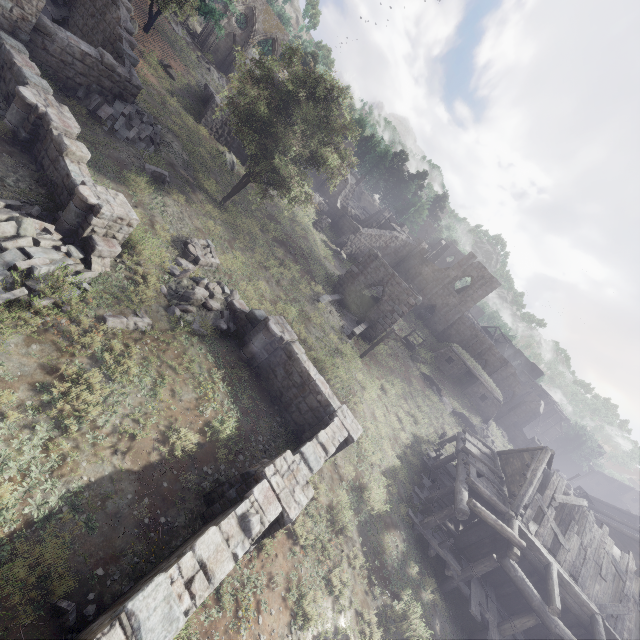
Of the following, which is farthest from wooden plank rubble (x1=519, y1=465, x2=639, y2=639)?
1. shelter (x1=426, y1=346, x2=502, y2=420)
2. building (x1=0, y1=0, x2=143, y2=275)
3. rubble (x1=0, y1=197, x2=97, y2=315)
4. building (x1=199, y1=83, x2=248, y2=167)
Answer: building (x1=199, y1=83, x2=248, y2=167)

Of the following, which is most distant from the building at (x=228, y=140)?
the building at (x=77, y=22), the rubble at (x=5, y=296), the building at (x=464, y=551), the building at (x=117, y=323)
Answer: the building at (x=117, y=323)

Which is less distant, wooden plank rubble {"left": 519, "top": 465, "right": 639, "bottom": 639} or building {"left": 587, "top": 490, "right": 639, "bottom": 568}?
wooden plank rubble {"left": 519, "top": 465, "right": 639, "bottom": 639}

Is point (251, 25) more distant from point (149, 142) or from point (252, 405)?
point (252, 405)

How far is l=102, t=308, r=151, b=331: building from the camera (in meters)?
9.48

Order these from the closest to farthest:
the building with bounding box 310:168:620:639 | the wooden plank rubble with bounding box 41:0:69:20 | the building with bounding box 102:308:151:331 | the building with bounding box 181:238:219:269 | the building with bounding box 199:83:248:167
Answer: the building with bounding box 102:308:151:331 → the building with bounding box 310:168:620:639 → the building with bounding box 181:238:219:269 → the wooden plank rubble with bounding box 41:0:69:20 → the building with bounding box 199:83:248:167

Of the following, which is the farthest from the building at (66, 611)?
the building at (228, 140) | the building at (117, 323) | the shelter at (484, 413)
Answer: the shelter at (484, 413)

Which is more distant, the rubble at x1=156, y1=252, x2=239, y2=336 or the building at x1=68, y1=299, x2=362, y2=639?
the rubble at x1=156, y1=252, x2=239, y2=336
